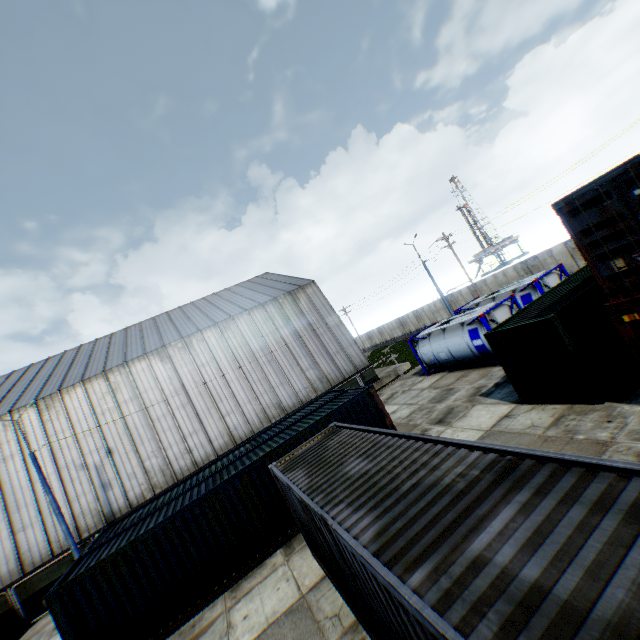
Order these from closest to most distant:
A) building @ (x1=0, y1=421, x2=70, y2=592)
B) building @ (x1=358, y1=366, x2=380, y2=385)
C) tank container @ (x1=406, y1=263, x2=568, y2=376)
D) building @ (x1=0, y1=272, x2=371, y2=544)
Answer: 1. tank container @ (x1=406, y1=263, x2=568, y2=376)
2. building @ (x1=0, y1=421, x2=70, y2=592)
3. building @ (x1=0, y1=272, x2=371, y2=544)
4. building @ (x1=358, y1=366, x2=380, y2=385)

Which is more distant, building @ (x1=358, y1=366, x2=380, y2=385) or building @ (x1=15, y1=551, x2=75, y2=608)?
building @ (x1=358, y1=366, x2=380, y2=385)

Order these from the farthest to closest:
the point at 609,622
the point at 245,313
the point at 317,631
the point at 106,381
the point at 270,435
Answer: the point at 245,313 < the point at 106,381 < the point at 270,435 < the point at 317,631 < the point at 609,622

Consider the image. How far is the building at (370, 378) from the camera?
27.91m

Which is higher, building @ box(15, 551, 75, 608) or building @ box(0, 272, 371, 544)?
building @ box(0, 272, 371, 544)

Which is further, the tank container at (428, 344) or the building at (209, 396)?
the building at (209, 396)
